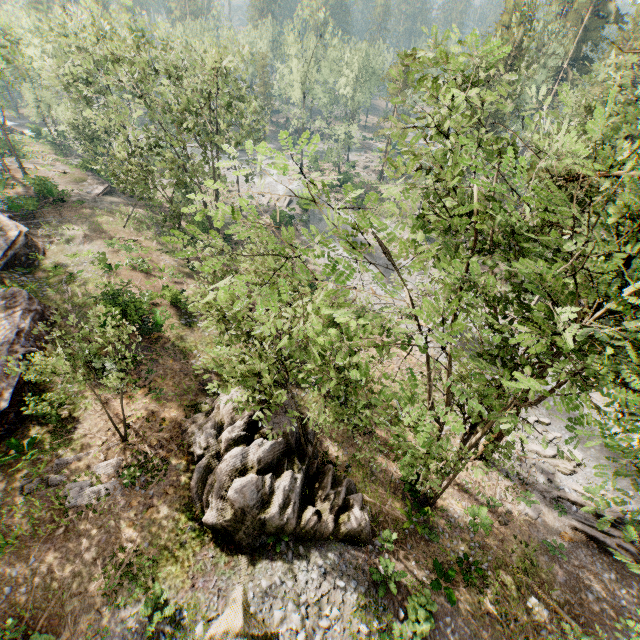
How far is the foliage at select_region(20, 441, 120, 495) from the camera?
13.1m

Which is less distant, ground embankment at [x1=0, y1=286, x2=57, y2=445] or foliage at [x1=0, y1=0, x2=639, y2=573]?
foliage at [x1=0, y1=0, x2=639, y2=573]

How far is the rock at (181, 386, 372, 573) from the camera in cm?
1288

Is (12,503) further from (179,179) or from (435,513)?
(179,179)

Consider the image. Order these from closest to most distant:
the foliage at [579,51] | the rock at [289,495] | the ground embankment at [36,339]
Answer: the foliage at [579,51] < the rock at [289,495] < the ground embankment at [36,339]

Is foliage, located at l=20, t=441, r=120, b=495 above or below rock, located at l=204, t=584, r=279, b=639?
above

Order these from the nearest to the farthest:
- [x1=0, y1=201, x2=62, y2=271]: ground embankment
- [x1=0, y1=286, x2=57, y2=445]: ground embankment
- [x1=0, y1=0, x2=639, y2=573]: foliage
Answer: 1. [x1=0, y1=0, x2=639, y2=573]: foliage
2. [x1=0, y1=286, x2=57, y2=445]: ground embankment
3. [x1=0, y1=201, x2=62, y2=271]: ground embankment

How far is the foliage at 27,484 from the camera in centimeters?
1311cm
